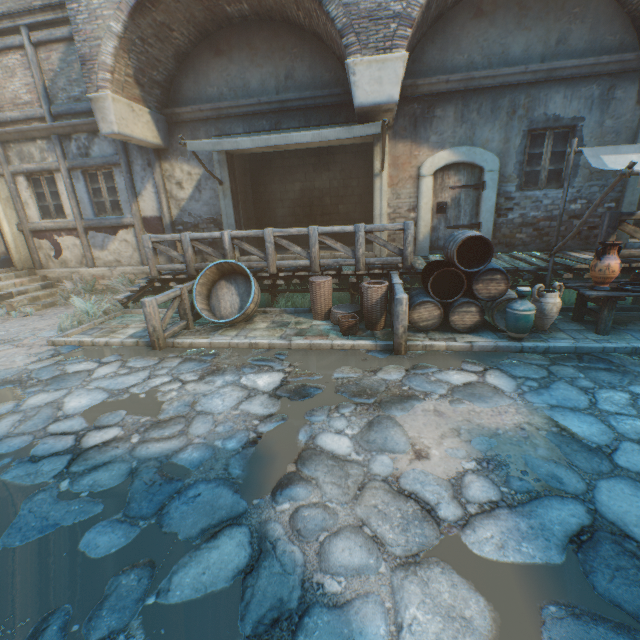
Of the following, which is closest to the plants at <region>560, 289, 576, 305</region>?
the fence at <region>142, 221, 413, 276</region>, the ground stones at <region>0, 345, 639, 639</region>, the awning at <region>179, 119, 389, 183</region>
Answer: the ground stones at <region>0, 345, 639, 639</region>

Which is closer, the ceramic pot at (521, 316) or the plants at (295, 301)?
the ceramic pot at (521, 316)

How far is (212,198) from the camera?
9.1m

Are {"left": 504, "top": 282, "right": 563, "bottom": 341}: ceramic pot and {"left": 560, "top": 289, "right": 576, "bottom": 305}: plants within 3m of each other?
yes

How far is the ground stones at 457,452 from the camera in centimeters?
304cm

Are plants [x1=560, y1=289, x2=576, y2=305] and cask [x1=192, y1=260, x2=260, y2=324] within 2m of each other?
no

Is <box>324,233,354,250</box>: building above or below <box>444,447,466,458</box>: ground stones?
above

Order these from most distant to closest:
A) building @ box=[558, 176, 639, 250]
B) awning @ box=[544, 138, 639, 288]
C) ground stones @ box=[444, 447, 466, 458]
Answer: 1. building @ box=[558, 176, 639, 250]
2. awning @ box=[544, 138, 639, 288]
3. ground stones @ box=[444, 447, 466, 458]
